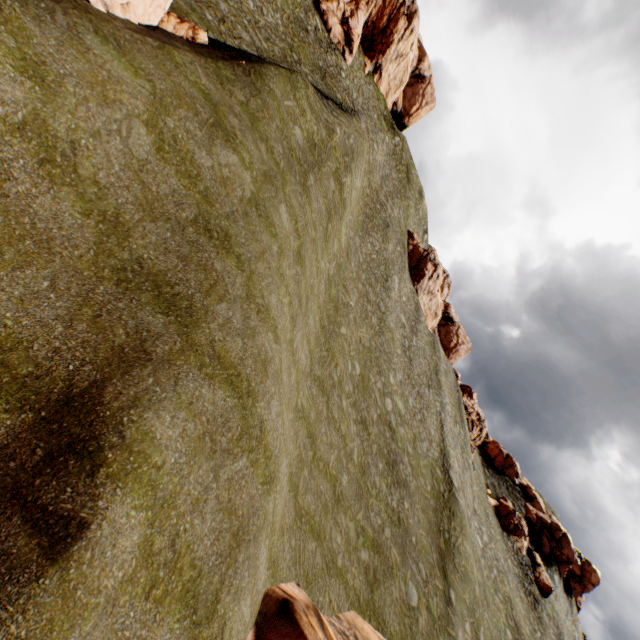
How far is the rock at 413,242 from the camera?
54.3 meters

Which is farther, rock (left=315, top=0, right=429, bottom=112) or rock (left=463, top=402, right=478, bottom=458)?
rock (left=463, top=402, right=478, bottom=458)

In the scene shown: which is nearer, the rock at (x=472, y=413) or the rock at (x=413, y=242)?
the rock at (x=472, y=413)

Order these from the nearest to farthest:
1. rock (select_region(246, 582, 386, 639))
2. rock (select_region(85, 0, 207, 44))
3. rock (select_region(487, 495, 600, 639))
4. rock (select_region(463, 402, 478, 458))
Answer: rock (select_region(246, 582, 386, 639)), rock (select_region(85, 0, 207, 44)), rock (select_region(487, 495, 600, 639)), rock (select_region(463, 402, 478, 458))

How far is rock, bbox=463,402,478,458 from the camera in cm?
5209

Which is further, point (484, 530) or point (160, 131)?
point (484, 530)
